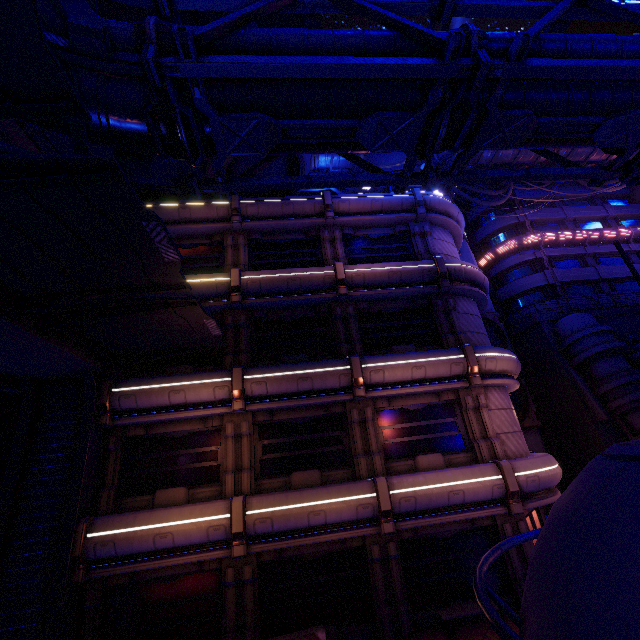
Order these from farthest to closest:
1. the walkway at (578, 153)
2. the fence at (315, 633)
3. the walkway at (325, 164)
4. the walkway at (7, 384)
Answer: the walkway at (578, 153) → the walkway at (325, 164) → the walkway at (7, 384) → the fence at (315, 633)

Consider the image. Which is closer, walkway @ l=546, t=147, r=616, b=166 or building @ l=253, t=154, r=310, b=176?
building @ l=253, t=154, r=310, b=176

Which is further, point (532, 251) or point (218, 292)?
point (532, 251)

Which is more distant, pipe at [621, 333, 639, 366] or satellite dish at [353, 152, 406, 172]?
pipe at [621, 333, 639, 366]

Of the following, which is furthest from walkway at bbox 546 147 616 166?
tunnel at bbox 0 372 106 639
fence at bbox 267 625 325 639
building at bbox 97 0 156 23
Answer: fence at bbox 267 625 325 639

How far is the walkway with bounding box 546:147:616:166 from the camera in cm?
3175

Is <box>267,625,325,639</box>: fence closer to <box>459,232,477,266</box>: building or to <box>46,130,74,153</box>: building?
<box>459,232,477,266</box>: building

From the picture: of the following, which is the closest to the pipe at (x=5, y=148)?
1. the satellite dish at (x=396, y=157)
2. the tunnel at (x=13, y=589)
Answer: the tunnel at (x=13, y=589)
